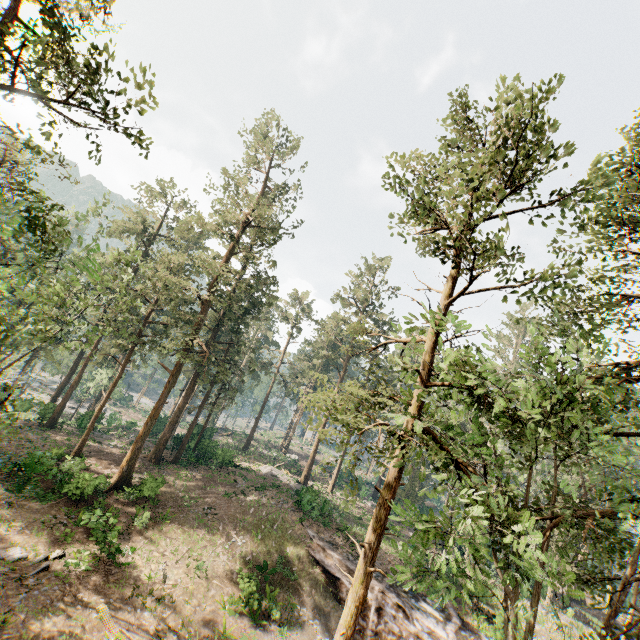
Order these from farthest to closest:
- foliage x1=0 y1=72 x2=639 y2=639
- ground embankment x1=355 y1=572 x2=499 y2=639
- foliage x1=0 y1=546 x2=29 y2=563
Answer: ground embankment x1=355 y1=572 x2=499 y2=639 < foliage x1=0 y1=546 x2=29 y2=563 < foliage x1=0 y1=72 x2=639 y2=639

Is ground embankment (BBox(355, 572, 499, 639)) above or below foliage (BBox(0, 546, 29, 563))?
above

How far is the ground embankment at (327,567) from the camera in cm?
2256

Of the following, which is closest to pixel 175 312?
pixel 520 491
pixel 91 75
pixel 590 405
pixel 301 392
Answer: pixel 301 392

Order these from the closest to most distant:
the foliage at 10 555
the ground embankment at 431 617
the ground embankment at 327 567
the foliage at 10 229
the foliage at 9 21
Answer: the foliage at 9 21, the foliage at 10 229, the foliage at 10 555, the ground embankment at 431 617, the ground embankment at 327 567

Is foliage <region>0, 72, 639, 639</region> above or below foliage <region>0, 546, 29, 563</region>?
above

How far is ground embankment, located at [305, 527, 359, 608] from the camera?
22.6m
